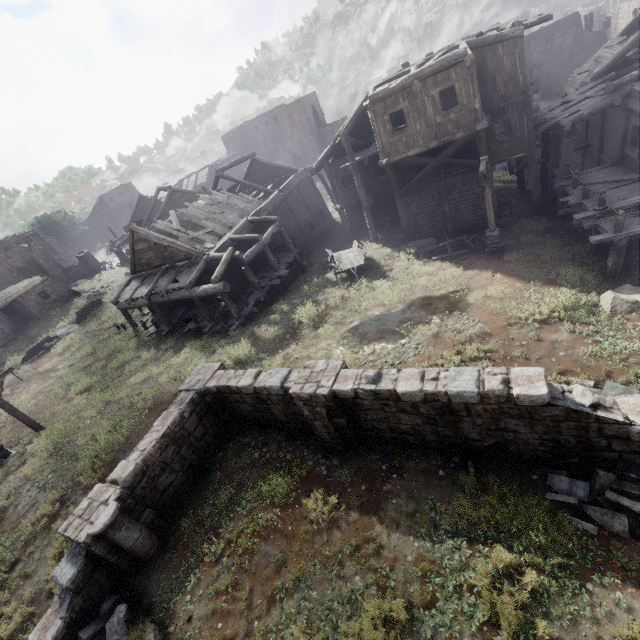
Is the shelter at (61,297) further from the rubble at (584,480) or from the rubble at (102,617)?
the rubble at (584,480)

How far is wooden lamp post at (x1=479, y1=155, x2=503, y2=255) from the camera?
13.98m

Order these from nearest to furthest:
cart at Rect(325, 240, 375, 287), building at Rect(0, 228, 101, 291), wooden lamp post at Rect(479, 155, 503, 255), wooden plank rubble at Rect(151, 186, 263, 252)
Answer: wooden lamp post at Rect(479, 155, 503, 255)
cart at Rect(325, 240, 375, 287)
wooden plank rubble at Rect(151, 186, 263, 252)
building at Rect(0, 228, 101, 291)

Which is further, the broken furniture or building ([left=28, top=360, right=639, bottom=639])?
the broken furniture

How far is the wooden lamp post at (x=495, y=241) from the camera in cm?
1398

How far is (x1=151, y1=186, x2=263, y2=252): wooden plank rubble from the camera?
20.78m

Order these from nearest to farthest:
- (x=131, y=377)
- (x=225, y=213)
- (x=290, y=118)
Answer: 1. (x=131, y=377)
2. (x=225, y=213)
3. (x=290, y=118)

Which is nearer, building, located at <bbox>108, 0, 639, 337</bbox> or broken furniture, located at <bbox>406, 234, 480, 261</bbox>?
building, located at <bbox>108, 0, 639, 337</bbox>
